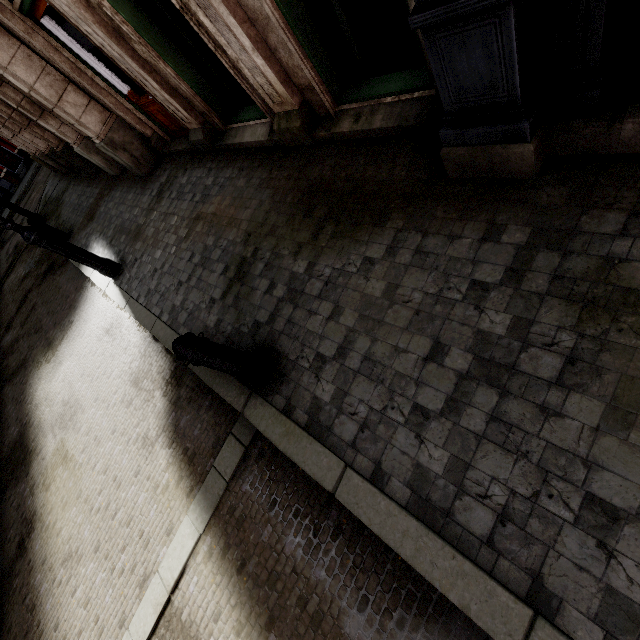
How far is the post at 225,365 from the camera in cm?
250

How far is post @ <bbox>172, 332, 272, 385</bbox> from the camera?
2.50m

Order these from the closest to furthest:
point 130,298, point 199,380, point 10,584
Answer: point 199,380 → point 10,584 → point 130,298

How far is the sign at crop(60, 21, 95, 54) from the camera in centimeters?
502cm

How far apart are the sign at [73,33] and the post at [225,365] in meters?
5.6

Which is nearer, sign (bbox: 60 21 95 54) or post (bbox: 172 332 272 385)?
post (bbox: 172 332 272 385)

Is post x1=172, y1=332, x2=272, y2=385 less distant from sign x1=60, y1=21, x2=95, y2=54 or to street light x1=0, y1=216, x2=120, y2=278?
street light x1=0, y1=216, x2=120, y2=278

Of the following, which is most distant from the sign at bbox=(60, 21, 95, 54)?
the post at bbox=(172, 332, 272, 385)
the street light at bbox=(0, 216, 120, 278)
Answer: the post at bbox=(172, 332, 272, 385)
